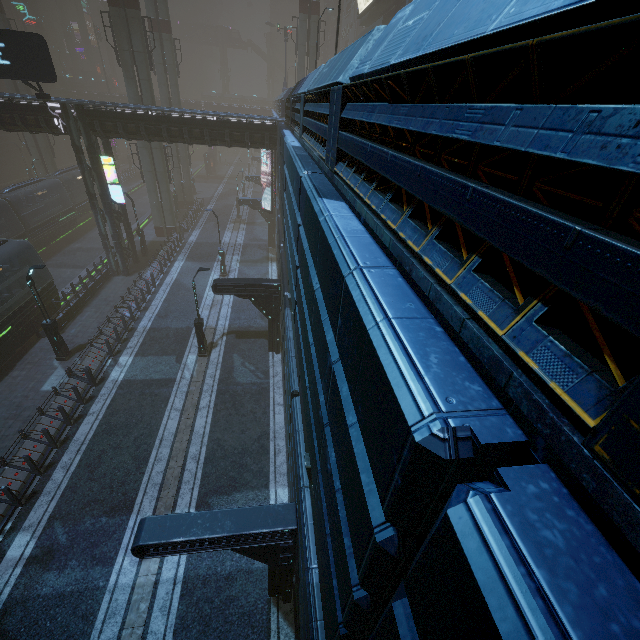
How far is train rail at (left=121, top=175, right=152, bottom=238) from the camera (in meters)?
39.64

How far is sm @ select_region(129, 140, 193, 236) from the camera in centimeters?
3017cm

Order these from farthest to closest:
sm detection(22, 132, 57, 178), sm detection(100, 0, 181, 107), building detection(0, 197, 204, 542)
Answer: sm detection(22, 132, 57, 178) → sm detection(100, 0, 181, 107) → building detection(0, 197, 204, 542)

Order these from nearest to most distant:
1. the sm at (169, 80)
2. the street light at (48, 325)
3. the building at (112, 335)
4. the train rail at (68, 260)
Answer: the building at (112, 335)
the street light at (48, 325)
the sm at (169, 80)
the train rail at (68, 260)

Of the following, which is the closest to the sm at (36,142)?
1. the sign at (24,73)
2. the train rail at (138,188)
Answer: the train rail at (138,188)

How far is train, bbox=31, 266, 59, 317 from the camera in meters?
20.3

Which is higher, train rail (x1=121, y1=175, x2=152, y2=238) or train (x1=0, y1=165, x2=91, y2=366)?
train (x1=0, y1=165, x2=91, y2=366)

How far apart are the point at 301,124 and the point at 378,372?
10.6m
